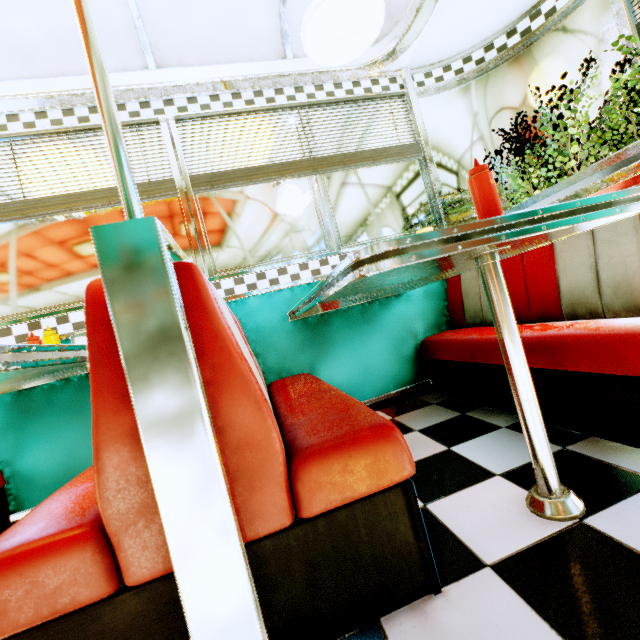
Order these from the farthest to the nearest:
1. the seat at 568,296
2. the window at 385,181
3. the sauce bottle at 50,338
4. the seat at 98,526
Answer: the window at 385,181
the sauce bottle at 50,338
the seat at 568,296
the seat at 98,526

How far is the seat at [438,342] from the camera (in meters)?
1.83

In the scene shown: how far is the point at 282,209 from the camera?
2.51m

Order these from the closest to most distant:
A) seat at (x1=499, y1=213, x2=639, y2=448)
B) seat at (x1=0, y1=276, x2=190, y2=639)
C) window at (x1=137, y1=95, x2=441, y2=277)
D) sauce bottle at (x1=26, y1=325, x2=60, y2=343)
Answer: seat at (x1=0, y1=276, x2=190, y2=639)
seat at (x1=499, y1=213, x2=639, y2=448)
sauce bottle at (x1=26, y1=325, x2=60, y2=343)
window at (x1=137, y1=95, x2=441, y2=277)

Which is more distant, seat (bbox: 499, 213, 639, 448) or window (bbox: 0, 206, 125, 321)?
window (bbox: 0, 206, 125, 321)

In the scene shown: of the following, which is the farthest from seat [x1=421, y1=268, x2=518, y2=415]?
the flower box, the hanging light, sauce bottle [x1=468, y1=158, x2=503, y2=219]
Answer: the hanging light

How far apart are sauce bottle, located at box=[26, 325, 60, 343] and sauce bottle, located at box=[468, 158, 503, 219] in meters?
2.2 m

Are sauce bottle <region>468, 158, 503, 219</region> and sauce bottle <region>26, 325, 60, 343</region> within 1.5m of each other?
no
